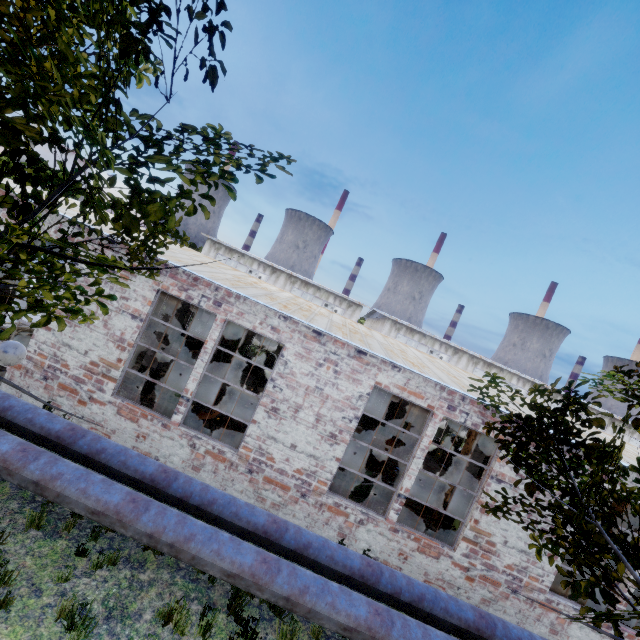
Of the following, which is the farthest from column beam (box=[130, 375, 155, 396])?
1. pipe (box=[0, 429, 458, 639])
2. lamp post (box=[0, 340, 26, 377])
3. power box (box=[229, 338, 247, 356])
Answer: lamp post (box=[0, 340, 26, 377])

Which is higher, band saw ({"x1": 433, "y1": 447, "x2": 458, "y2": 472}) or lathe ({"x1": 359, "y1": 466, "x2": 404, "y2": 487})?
lathe ({"x1": 359, "y1": 466, "x2": 404, "y2": 487})

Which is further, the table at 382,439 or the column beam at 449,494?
the table at 382,439

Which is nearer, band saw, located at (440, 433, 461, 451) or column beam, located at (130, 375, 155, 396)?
column beam, located at (130, 375, 155, 396)

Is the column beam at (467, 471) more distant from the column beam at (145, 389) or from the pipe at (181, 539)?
the column beam at (145, 389)

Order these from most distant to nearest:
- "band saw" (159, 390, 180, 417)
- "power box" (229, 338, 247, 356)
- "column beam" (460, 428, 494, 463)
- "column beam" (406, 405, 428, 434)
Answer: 1. "power box" (229, 338, 247, 356)
2. "column beam" (406, 405, 428, 434)
3. "column beam" (460, 428, 494, 463)
4. "band saw" (159, 390, 180, 417)

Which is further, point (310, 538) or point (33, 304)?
point (310, 538)

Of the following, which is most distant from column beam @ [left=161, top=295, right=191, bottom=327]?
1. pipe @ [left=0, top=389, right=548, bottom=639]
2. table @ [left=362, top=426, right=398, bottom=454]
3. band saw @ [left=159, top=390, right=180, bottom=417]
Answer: table @ [left=362, top=426, right=398, bottom=454]
